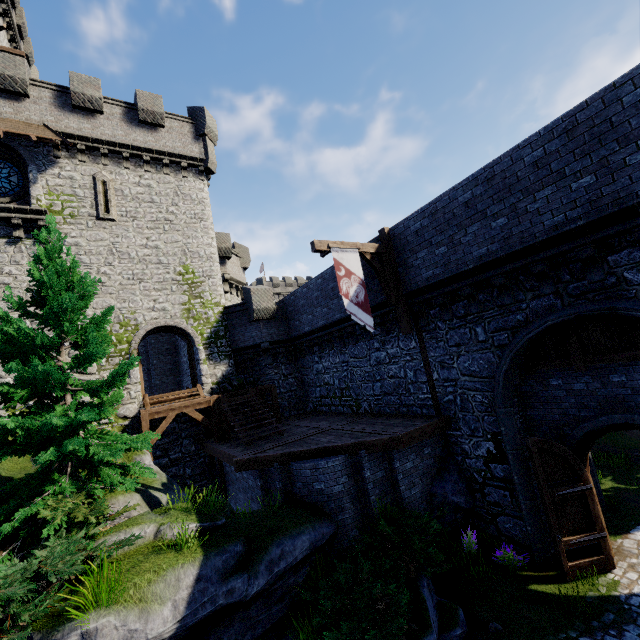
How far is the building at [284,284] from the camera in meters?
56.2

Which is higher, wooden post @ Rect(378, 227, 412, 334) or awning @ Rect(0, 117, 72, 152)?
awning @ Rect(0, 117, 72, 152)

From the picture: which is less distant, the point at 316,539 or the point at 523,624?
the point at 523,624

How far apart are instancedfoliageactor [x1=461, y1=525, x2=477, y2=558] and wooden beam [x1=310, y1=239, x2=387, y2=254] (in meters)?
8.95

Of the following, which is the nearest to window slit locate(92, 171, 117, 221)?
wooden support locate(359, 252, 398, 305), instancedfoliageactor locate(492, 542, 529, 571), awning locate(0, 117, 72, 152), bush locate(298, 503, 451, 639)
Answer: awning locate(0, 117, 72, 152)

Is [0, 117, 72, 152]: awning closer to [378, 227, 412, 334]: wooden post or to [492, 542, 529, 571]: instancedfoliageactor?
[378, 227, 412, 334]: wooden post

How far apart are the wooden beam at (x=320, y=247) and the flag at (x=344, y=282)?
0.0 meters

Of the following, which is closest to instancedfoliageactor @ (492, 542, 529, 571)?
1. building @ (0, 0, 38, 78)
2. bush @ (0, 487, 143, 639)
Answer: bush @ (0, 487, 143, 639)
